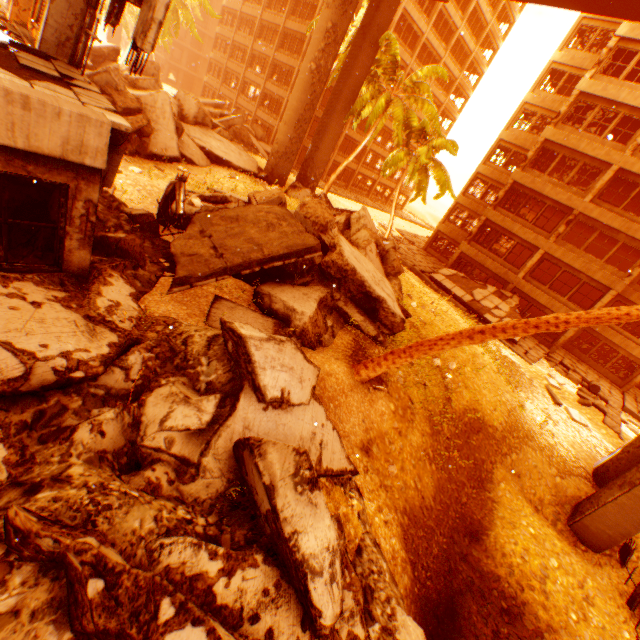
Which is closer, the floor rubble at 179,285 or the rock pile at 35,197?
the rock pile at 35,197

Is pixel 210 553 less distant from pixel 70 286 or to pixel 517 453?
pixel 70 286

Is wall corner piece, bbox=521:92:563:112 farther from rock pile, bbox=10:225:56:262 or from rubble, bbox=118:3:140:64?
rock pile, bbox=10:225:56:262

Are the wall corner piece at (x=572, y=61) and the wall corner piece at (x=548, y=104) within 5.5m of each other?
yes

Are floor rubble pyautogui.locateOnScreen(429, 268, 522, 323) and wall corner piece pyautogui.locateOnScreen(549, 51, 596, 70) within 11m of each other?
no

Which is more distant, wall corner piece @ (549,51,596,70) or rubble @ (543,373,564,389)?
wall corner piece @ (549,51,596,70)

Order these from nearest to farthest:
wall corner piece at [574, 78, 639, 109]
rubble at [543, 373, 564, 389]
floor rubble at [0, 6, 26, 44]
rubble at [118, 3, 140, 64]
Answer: floor rubble at [0, 6, 26, 44] → rubble at [543, 373, 564, 389] → wall corner piece at [574, 78, 639, 109] → rubble at [118, 3, 140, 64]

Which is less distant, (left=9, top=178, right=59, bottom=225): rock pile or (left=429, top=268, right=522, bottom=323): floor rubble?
(left=9, top=178, right=59, bottom=225): rock pile
